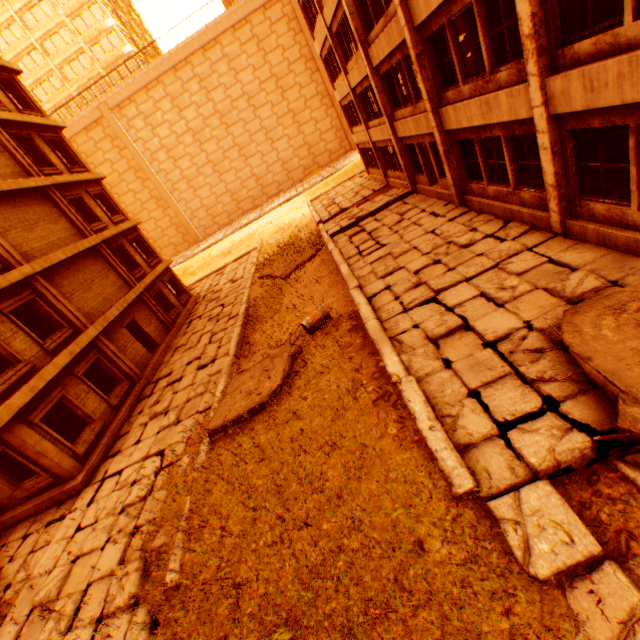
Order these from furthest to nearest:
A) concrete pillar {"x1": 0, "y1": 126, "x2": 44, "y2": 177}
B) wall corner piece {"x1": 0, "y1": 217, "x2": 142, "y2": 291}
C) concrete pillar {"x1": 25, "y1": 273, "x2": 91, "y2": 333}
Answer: concrete pillar {"x1": 0, "y1": 126, "x2": 44, "y2": 177}
concrete pillar {"x1": 25, "y1": 273, "x2": 91, "y2": 333}
wall corner piece {"x1": 0, "y1": 217, "x2": 142, "y2": 291}

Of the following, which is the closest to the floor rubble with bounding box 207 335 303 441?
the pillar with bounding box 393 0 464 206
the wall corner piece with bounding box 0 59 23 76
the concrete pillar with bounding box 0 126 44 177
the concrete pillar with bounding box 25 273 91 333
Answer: the concrete pillar with bounding box 25 273 91 333

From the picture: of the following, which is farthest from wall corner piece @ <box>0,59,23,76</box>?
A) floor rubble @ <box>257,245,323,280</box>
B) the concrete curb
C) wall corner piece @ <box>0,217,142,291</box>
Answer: floor rubble @ <box>257,245,323,280</box>

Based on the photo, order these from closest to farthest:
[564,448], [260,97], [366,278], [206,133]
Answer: [564,448] < [366,278] < [260,97] < [206,133]

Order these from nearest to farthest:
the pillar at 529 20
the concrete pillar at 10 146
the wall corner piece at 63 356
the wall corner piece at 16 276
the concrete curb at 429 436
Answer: the concrete curb at 429 436
the pillar at 529 20
the wall corner piece at 63 356
the wall corner piece at 16 276
the concrete pillar at 10 146

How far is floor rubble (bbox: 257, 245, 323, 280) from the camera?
17.3m

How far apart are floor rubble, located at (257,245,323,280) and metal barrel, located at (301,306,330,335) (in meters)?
6.54

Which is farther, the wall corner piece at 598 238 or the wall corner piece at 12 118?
the wall corner piece at 12 118
